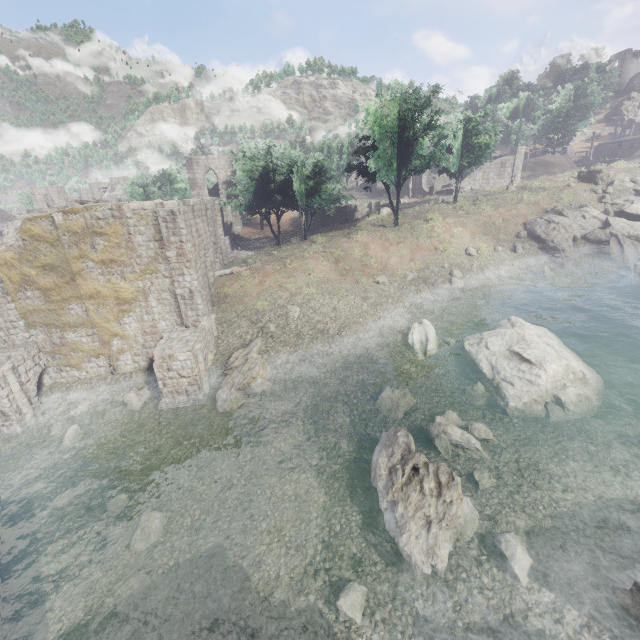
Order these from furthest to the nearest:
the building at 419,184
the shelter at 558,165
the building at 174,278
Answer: the shelter at 558,165
the building at 419,184
the building at 174,278

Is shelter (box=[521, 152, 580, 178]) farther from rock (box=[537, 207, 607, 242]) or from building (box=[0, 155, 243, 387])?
building (box=[0, 155, 243, 387])

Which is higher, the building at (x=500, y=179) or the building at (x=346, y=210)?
→ the building at (x=500, y=179)

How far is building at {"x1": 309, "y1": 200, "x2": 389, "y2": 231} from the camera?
41.4m

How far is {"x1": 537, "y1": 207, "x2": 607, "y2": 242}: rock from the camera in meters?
32.2

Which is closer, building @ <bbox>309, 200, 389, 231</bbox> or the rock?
the rock

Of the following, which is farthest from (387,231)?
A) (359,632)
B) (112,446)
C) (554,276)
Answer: (359,632)

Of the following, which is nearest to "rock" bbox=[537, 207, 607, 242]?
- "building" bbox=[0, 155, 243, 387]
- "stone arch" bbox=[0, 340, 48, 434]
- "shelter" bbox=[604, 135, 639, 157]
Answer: "building" bbox=[0, 155, 243, 387]
